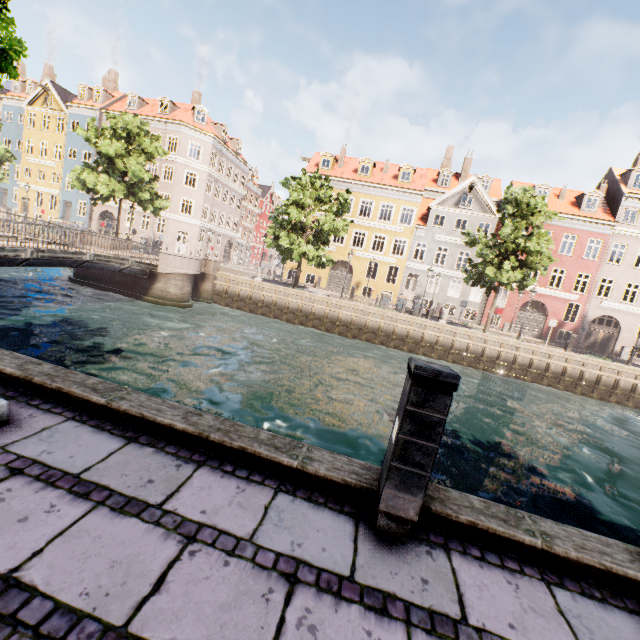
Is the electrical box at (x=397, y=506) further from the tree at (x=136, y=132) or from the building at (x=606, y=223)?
the building at (x=606, y=223)

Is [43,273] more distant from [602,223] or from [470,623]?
[602,223]

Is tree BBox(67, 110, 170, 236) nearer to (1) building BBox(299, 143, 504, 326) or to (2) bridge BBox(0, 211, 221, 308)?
(2) bridge BBox(0, 211, 221, 308)

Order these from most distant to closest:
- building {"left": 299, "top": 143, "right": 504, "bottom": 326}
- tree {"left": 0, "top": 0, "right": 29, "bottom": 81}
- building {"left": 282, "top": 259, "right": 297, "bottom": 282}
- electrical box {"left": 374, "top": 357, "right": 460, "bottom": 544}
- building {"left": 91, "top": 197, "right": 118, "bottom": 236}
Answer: building {"left": 91, "top": 197, "right": 118, "bottom": 236}
building {"left": 282, "top": 259, "right": 297, "bottom": 282}
building {"left": 299, "top": 143, "right": 504, "bottom": 326}
tree {"left": 0, "top": 0, "right": 29, "bottom": 81}
electrical box {"left": 374, "top": 357, "right": 460, "bottom": 544}

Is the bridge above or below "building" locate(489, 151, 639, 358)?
below

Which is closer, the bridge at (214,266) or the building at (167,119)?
the bridge at (214,266)
